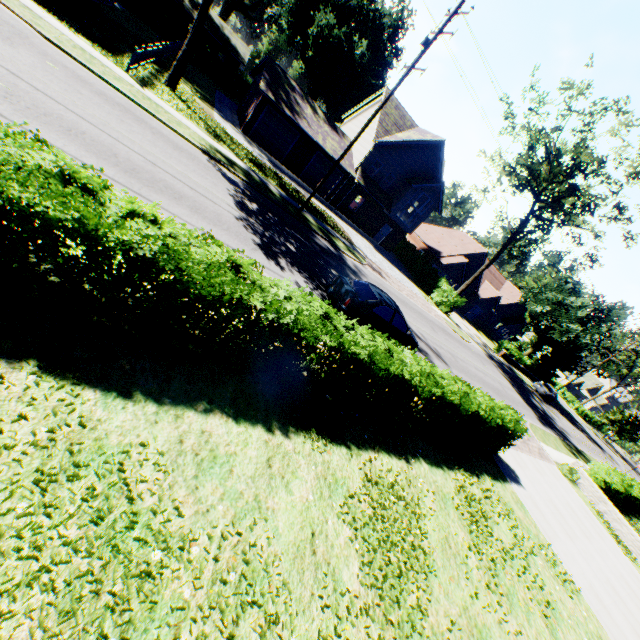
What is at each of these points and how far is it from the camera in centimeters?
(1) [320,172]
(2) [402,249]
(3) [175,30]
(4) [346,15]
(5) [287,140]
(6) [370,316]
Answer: (1) garage door, 3025cm
(2) hedge, 3991cm
(3) hedge, 3638cm
(4) plant, 5403cm
(5) garage door, 2786cm
(6) car, 1148cm

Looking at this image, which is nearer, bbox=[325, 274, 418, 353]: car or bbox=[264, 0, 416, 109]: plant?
bbox=[325, 274, 418, 353]: car

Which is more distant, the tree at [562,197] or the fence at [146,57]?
the tree at [562,197]

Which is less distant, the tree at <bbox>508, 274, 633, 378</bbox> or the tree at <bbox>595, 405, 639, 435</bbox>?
the tree at <bbox>508, 274, 633, 378</bbox>

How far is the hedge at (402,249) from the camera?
32.0m

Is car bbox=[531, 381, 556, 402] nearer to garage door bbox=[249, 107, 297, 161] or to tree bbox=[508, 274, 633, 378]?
tree bbox=[508, 274, 633, 378]

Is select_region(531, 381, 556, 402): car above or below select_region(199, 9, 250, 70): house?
below

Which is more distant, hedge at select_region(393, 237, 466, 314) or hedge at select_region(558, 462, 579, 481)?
hedge at select_region(393, 237, 466, 314)
